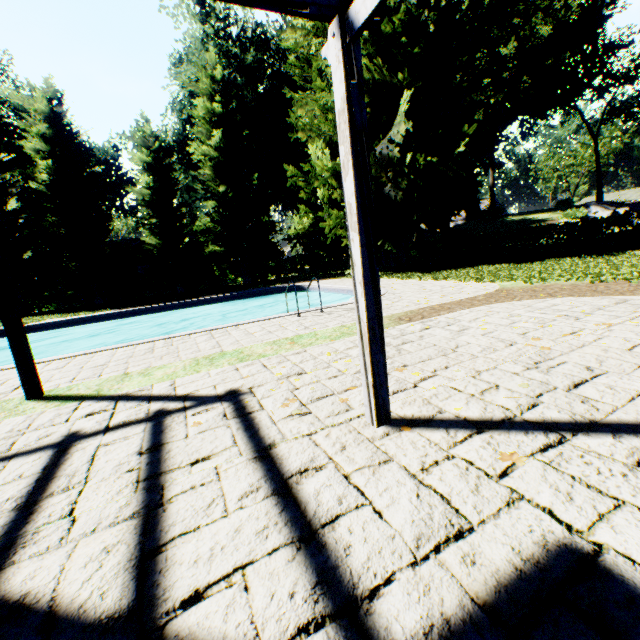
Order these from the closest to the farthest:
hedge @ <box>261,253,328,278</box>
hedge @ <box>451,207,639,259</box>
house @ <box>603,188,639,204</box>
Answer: hedge @ <box>451,207,639,259</box>
hedge @ <box>261,253,328,278</box>
house @ <box>603,188,639,204</box>

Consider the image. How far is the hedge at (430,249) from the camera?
26.9m

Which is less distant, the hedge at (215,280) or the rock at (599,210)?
the hedge at (215,280)

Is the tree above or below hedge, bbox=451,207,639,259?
above

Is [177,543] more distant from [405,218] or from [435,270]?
[405,218]

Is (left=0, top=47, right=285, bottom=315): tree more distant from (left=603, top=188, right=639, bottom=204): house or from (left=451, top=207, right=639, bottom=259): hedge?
(left=603, top=188, right=639, bottom=204): house

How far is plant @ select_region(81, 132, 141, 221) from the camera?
38.7m

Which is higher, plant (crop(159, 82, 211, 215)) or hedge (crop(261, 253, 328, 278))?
plant (crop(159, 82, 211, 215))
